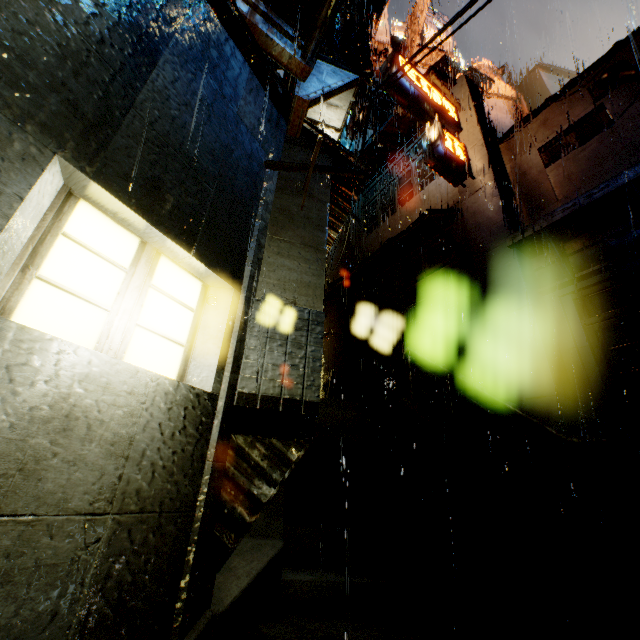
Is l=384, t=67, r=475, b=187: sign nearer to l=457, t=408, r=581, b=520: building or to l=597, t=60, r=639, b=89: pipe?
l=457, t=408, r=581, b=520: building

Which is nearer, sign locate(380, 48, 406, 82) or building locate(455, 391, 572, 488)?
building locate(455, 391, 572, 488)

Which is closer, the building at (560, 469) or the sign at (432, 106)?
the building at (560, 469)

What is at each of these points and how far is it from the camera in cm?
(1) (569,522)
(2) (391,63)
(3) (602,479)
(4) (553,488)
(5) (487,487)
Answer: (1) building, 705
(2) sign, 1216
(3) building, 762
(4) building, 748
(5) structural stair, 506

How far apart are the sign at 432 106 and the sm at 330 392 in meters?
10.1

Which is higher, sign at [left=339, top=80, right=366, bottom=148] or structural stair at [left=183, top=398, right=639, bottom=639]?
sign at [left=339, top=80, right=366, bottom=148]

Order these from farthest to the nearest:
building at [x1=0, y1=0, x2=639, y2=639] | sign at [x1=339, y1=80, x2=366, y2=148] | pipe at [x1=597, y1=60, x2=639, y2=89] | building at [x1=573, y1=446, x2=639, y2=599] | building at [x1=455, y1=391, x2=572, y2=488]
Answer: sign at [x1=339, y1=80, x2=366, y2=148] < pipe at [x1=597, y1=60, x2=639, y2=89] < building at [x1=455, y1=391, x2=572, y2=488] < building at [x1=573, y1=446, x2=639, y2=599] < building at [x1=0, y1=0, x2=639, y2=639]

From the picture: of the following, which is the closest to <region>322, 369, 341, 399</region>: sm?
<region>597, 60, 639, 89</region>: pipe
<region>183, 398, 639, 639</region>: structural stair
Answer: <region>183, 398, 639, 639</region>: structural stair
